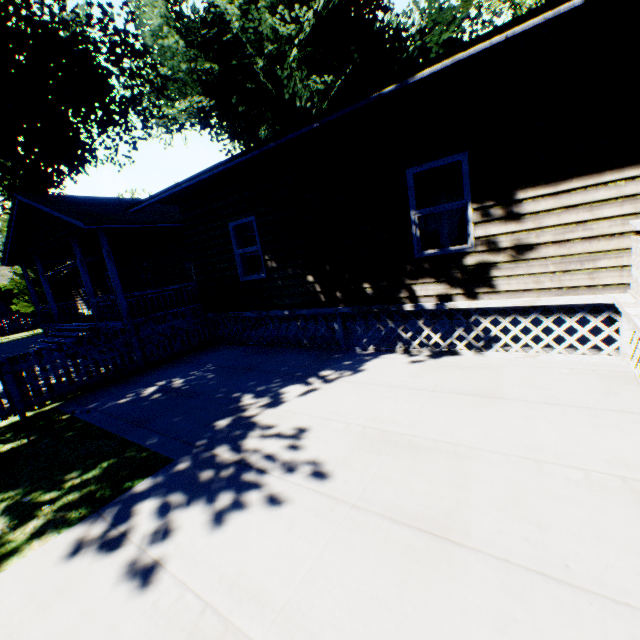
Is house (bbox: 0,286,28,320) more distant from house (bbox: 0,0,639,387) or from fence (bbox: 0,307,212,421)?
fence (bbox: 0,307,212,421)

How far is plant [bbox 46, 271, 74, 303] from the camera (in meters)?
27.81

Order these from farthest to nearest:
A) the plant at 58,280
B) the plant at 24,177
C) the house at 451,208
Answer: the plant at 58,280
the plant at 24,177
the house at 451,208

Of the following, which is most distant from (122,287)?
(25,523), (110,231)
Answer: (25,523)

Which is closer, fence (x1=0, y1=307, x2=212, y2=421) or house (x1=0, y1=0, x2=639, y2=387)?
house (x1=0, y1=0, x2=639, y2=387)

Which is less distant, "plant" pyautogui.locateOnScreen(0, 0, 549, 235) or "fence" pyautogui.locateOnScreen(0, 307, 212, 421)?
"fence" pyautogui.locateOnScreen(0, 307, 212, 421)

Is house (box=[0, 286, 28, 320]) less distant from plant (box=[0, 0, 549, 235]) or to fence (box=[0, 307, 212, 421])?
plant (box=[0, 0, 549, 235])

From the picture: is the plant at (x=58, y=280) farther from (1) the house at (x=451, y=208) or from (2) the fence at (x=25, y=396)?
(2) the fence at (x=25, y=396)
